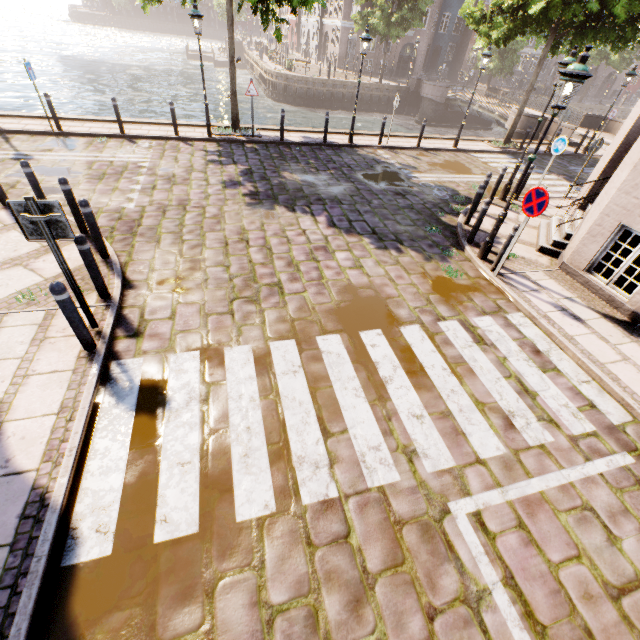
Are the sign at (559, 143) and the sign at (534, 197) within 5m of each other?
no

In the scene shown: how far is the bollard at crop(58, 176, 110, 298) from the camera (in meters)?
4.73

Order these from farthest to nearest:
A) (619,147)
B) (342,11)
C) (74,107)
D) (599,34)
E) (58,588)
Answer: (342,11) < (74,107) < (599,34) < (619,147) < (58,588)

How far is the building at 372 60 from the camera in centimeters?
3788cm

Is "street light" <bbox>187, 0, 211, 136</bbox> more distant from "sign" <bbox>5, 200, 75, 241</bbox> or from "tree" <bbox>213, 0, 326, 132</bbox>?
"sign" <bbox>5, 200, 75, 241</bbox>

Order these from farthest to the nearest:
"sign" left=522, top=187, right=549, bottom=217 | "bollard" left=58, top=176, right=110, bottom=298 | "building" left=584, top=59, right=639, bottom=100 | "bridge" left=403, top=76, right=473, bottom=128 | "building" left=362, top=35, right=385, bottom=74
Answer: "building" left=584, top=59, right=639, bottom=100
"building" left=362, top=35, right=385, bottom=74
"bridge" left=403, top=76, right=473, bottom=128
"sign" left=522, top=187, right=549, bottom=217
"bollard" left=58, top=176, right=110, bottom=298

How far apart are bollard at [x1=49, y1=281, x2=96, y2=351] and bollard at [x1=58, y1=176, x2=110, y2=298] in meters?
2.3

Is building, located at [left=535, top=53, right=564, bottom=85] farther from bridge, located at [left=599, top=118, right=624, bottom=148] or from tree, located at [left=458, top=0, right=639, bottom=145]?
bridge, located at [left=599, top=118, right=624, bottom=148]
